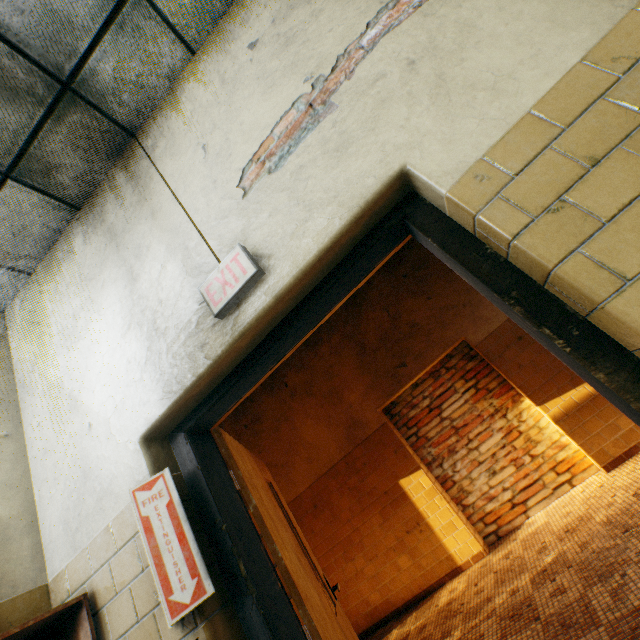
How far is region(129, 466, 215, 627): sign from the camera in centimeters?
120cm

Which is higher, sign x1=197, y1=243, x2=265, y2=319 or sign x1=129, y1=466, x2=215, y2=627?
sign x1=197, y1=243, x2=265, y2=319

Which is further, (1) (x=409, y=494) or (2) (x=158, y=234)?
(1) (x=409, y=494)

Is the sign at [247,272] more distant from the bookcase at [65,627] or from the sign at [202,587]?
the bookcase at [65,627]

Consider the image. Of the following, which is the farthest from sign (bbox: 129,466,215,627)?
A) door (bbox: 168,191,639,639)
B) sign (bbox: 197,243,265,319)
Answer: sign (bbox: 197,243,265,319)

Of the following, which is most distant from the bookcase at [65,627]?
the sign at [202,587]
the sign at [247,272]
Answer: the sign at [247,272]

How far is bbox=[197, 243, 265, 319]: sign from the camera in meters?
1.4

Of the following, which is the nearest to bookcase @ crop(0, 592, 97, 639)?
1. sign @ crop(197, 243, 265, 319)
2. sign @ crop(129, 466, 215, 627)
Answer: sign @ crop(129, 466, 215, 627)
